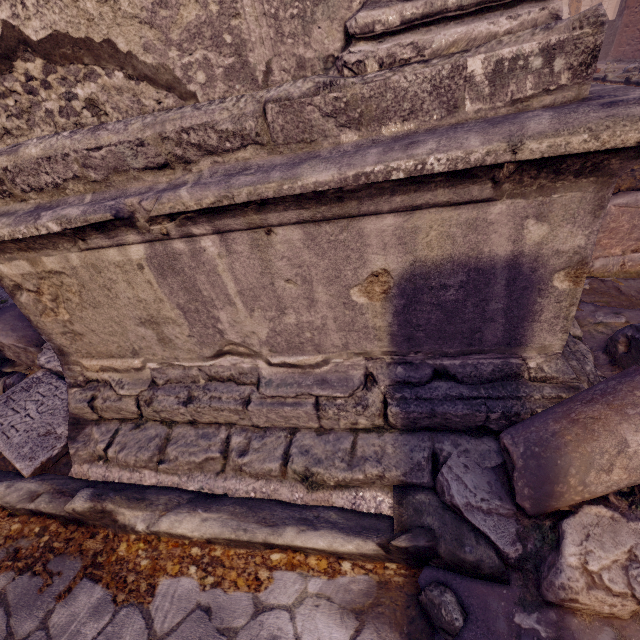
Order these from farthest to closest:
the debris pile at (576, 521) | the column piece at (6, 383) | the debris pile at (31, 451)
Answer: the column piece at (6, 383)
the debris pile at (31, 451)
the debris pile at (576, 521)

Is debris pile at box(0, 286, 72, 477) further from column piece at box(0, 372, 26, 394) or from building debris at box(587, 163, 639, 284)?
building debris at box(587, 163, 639, 284)

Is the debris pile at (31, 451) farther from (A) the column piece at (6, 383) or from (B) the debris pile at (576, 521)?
(B) the debris pile at (576, 521)

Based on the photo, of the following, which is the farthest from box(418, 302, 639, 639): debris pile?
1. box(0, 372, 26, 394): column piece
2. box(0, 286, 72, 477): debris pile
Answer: box(0, 372, 26, 394): column piece

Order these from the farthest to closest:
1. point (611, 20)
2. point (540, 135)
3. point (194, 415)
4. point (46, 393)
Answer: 1. point (611, 20)
2. point (46, 393)
3. point (194, 415)
4. point (540, 135)

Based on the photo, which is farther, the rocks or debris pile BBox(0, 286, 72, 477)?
debris pile BBox(0, 286, 72, 477)

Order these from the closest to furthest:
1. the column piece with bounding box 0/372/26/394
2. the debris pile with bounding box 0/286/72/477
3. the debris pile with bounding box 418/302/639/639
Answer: the debris pile with bounding box 418/302/639/639, the debris pile with bounding box 0/286/72/477, the column piece with bounding box 0/372/26/394

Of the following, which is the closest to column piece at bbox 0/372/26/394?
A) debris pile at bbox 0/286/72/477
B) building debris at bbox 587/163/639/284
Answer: debris pile at bbox 0/286/72/477
